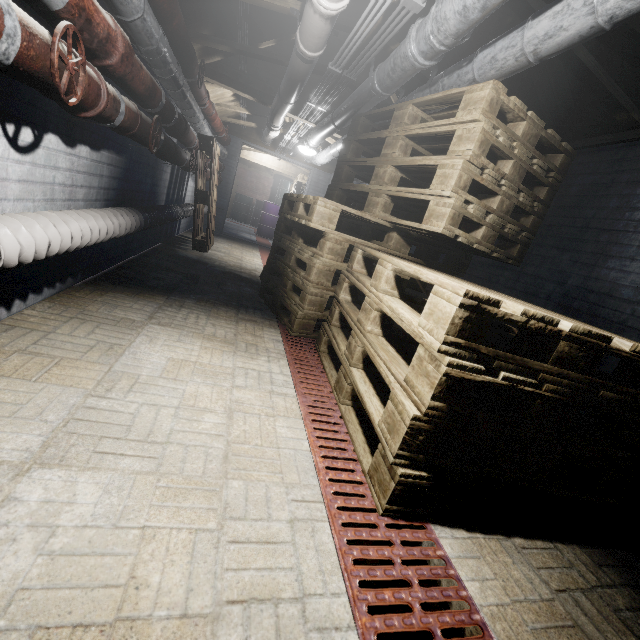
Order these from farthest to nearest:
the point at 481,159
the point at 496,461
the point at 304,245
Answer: the point at 304,245
the point at 481,159
the point at 496,461

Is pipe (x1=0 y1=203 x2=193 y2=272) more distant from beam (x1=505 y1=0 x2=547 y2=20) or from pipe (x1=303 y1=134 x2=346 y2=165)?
beam (x1=505 y1=0 x2=547 y2=20)

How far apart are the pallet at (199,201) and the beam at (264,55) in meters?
1.1 m

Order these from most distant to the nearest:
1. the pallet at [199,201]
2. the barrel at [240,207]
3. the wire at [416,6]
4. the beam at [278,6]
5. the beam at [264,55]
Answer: the barrel at [240,207] < the pallet at [199,201] < the beam at [264,55] < the beam at [278,6] < the wire at [416,6]

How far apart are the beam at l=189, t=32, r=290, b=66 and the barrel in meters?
9.7 m

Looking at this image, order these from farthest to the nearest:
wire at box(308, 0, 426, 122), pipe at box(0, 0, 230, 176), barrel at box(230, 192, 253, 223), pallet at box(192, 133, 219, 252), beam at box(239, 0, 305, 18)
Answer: barrel at box(230, 192, 253, 223)
pallet at box(192, 133, 219, 252)
beam at box(239, 0, 305, 18)
wire at box(308, 0, 426, 122)
pipe at box(0, 0, 230, 176)

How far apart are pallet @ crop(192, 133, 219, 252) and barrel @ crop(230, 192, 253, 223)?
7.7 meters

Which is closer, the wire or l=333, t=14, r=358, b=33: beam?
the wire
